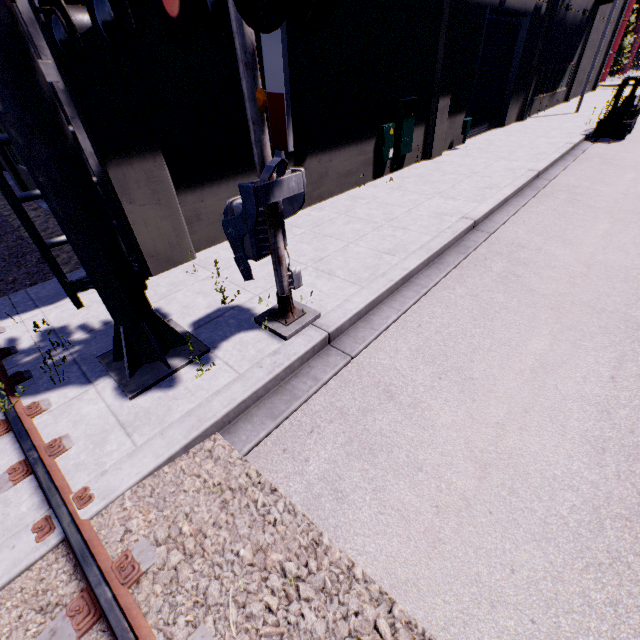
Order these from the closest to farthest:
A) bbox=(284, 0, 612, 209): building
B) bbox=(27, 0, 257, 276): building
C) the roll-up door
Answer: bbox=(27, 0, 257, 276): building < bbox=(284, 0, 612, 209): building < the roll-up door

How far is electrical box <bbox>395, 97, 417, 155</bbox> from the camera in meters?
9.9 m

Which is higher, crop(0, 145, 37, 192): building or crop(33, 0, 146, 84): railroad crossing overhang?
crop(33, 0, 146, 84): railroad crossing overhang

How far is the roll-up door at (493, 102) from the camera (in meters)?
13.03

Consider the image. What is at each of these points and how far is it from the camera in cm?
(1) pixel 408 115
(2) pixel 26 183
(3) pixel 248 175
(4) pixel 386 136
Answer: (1) electrical box, 1018
(2) building, 1198
(3) building, 699
(4) electrical box, 975

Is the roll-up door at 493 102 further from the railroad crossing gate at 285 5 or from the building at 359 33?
the railroad crossing gate at 285 5

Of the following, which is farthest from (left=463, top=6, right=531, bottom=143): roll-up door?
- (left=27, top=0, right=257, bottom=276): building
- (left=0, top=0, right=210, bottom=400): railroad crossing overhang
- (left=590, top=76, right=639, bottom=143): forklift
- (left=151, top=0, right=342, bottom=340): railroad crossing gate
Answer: (left=0, top=0, right=210, bottom=400): railroad crossing overhang
